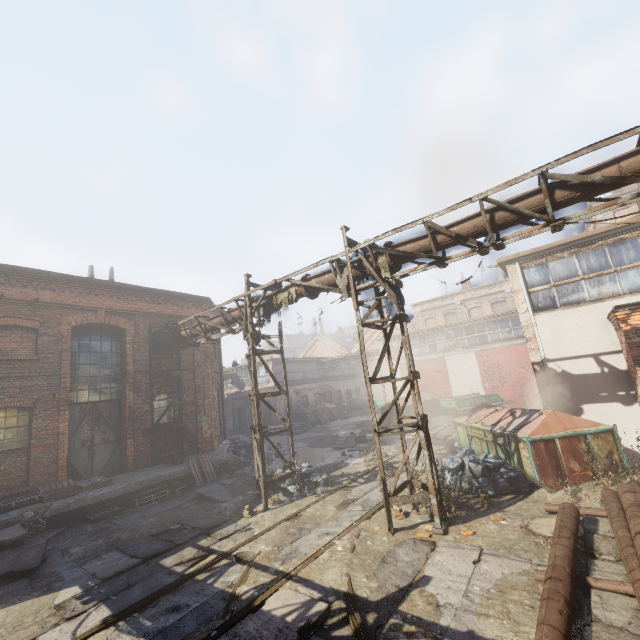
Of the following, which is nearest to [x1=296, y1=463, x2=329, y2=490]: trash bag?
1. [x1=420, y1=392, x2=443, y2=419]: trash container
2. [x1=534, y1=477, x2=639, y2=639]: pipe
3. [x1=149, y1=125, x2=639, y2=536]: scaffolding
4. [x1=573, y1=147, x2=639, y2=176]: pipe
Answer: [x1=149, y1=125, x2=639, y2=536]: scaffolding

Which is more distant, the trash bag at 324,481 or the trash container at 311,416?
the trash container at 311,416

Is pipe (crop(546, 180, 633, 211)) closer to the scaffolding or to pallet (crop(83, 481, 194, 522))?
the scaffolding

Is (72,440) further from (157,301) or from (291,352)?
(291,352)

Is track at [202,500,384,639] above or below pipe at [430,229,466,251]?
below

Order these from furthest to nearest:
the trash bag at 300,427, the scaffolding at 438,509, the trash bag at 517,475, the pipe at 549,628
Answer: the trash bag at 300,427
the trash bag at 517,475
the scaffolding at 438,509
the pipe at 549,628

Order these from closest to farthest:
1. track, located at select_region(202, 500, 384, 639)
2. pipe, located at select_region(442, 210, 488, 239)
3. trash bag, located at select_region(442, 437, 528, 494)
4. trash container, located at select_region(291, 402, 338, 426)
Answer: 1. track, located at select_region(202, 500, 384, 639)
2. pipe, located at select_region(442, 210, 488, 239)
3. trash bag, located at select_region(442, 437, 528, 494)
4. trash container, located at select_region(291, 402, 338, 426)

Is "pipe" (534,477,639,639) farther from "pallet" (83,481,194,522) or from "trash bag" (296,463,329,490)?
"pallet" (83,481,194,522)
